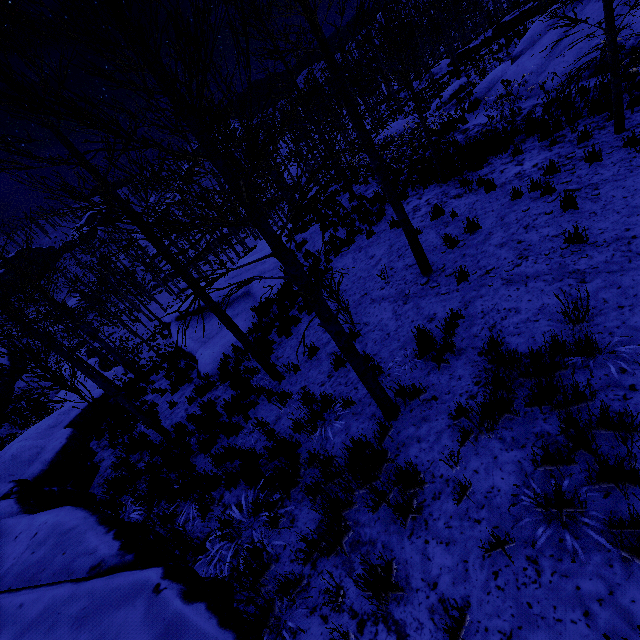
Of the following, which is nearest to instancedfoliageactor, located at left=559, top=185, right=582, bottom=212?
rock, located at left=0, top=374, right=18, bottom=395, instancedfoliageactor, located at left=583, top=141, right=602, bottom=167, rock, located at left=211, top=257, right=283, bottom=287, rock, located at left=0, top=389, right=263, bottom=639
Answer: instancedfoliageactor, located at left=583, top=141, right=602, bottom=167

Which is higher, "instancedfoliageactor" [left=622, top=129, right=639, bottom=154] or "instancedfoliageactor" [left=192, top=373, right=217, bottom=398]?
"instancedfoliageactor" [left=622, top=129, right=639, bottom=154]

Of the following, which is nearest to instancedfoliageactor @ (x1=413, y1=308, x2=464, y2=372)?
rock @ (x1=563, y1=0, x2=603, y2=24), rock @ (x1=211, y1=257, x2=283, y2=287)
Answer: rock @ (x1=211, y1=257, x2=283, y2=287)

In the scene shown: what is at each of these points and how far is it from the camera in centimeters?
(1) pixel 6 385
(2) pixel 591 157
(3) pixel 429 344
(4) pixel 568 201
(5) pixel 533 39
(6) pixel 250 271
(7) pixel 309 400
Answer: (1) rock, 3572cm
(2) instancedfoliageactor, 691cm
(3) instancedfoliageactor, 527cm
(4) instancedfoliageactor, 618cm
(5) rock, 1359cm
(6) rock, 1645cm
(7) instancedfoliageactor, 605cm

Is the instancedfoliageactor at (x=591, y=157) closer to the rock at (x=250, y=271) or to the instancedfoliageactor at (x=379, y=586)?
the instancedfoliageactor at (x=379, y=586)

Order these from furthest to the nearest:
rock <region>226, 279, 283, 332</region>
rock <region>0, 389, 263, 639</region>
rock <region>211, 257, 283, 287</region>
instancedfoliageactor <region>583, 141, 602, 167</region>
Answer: rock <region>211, 257, 283, 287</region> < rock <region>226, 279, 283, 332</region> < instancedfoliageactor <region>583, 141, 602, 167</region> < rock <region>0, 389, 263, 639</region>

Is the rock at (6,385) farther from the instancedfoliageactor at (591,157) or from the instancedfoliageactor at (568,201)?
the instancedfoliageactor at (591,157)

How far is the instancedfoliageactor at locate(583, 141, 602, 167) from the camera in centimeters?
684cm
